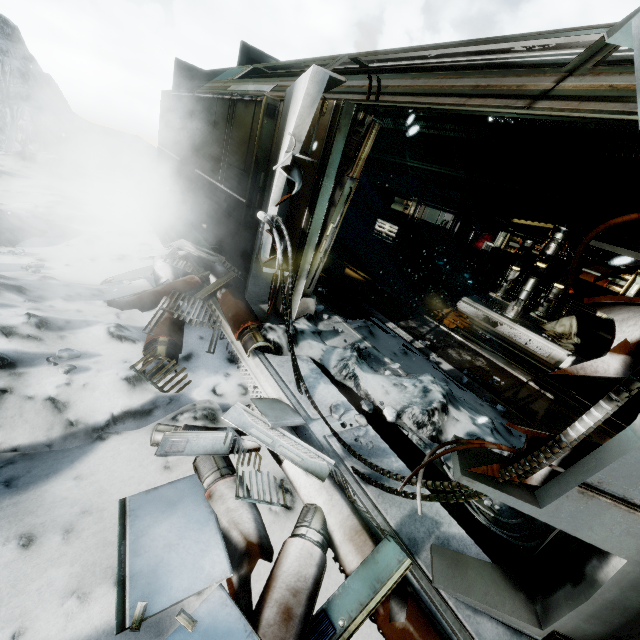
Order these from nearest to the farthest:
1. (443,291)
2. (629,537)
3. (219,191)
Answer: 1. (629,537)
2. (219,191)
3. (443,291)

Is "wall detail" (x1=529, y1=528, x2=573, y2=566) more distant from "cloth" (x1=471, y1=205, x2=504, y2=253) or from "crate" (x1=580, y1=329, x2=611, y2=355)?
"cloth" (x1=471, y1=205, x2=504, y2=253)

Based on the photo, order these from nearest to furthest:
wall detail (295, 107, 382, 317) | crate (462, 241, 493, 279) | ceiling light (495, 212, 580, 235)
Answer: wall detail (295, 107, 382, 317) → ceiling light (495, 212, 580, 235) → crate (462, 241, 493, 279)

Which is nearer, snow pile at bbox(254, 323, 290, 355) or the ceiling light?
snow pile at bbox(254, 323, 290, 355)

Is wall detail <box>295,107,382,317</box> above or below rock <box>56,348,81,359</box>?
above

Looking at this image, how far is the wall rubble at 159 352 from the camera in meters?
3.1

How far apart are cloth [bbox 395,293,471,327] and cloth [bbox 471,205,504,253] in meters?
4.5

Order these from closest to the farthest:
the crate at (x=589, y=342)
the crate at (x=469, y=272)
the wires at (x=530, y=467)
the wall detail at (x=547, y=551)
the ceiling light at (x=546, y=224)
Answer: the wires at (x=530, y=467) < the wall detail at (x=547, y=551) < the crate at (x=589, y=342) < the ceiling light at (x=546, y=224) < the crate at (x=469, y=272)
